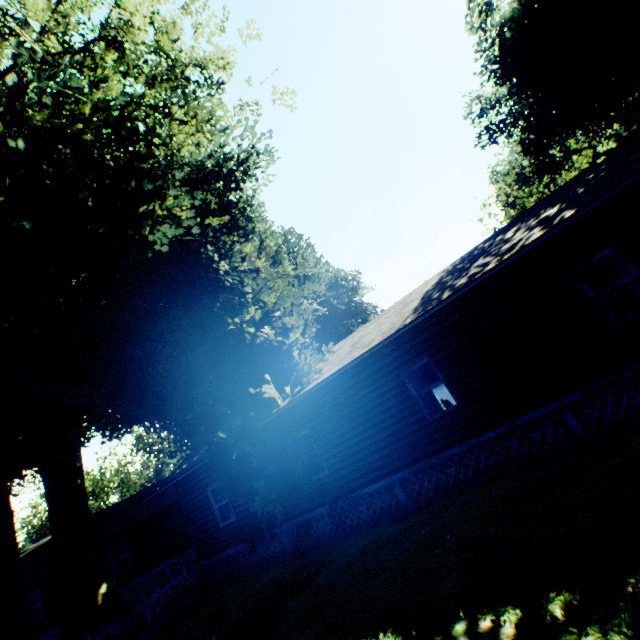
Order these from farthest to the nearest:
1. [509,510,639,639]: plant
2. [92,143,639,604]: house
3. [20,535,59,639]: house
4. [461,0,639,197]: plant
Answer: [20,535,59,639]: house < [461,0,639,197]: plant < [92,143,639,604]: house < [509,510,639,639]: plant

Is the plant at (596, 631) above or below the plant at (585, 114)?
below

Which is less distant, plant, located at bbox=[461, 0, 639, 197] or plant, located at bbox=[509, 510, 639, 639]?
plant, located at bbox=[509, 510, 639, 639]

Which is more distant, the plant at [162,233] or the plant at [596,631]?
the plant at [162,233]

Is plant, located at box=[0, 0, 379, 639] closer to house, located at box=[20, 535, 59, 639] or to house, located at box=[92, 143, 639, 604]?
house, located at box=[92, 143, 639, 604]

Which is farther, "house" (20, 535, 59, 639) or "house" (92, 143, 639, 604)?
"house" (20, 535, 59, 639)

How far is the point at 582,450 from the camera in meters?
7.3
